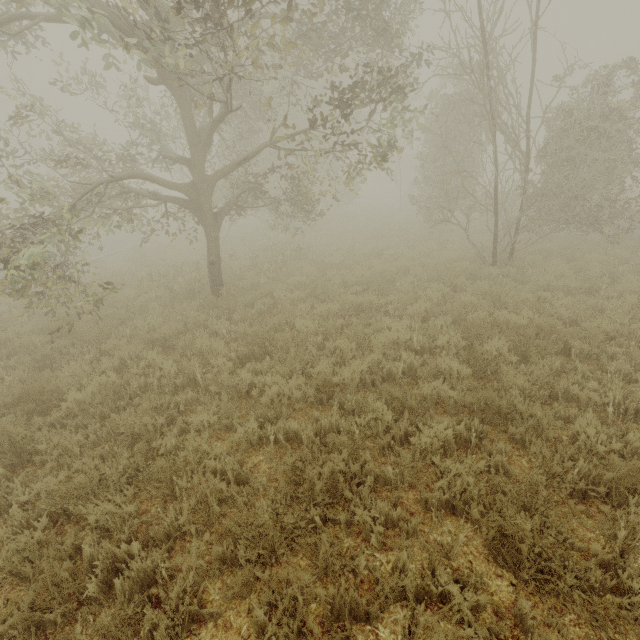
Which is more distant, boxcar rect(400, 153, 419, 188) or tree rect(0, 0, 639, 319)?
boxcar rect(400, 153, 419, 188)

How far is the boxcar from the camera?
47.0 meters

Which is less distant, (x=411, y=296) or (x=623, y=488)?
(x=623, y=488)

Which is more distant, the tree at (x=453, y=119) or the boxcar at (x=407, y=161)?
the boxcar at (x=407, y=161)

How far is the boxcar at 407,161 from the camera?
47.0m
